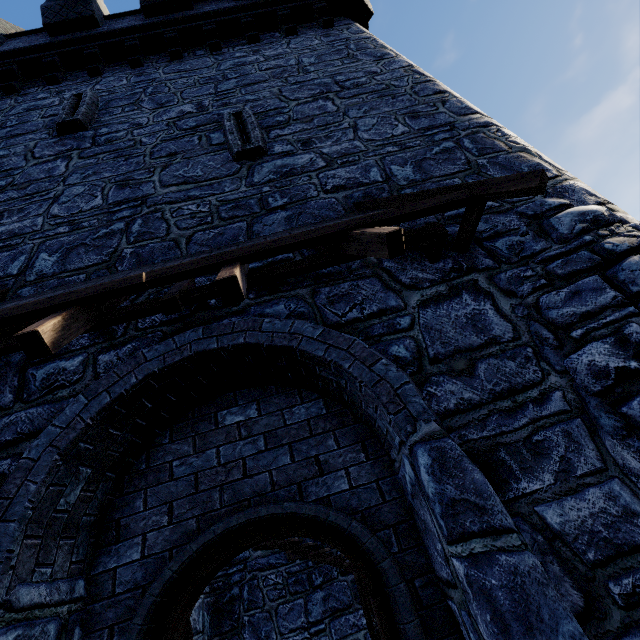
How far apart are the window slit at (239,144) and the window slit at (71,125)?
2.56m

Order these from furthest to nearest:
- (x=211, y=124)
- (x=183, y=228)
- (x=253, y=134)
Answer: (x=211, y=124)
(x=253, y=134)
(x=183, y=228)

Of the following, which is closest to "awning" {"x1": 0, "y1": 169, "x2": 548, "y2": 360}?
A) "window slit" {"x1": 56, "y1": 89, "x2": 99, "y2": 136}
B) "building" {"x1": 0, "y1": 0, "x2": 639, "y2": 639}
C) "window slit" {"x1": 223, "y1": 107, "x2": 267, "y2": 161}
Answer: "building" {"x1": 0, "y1": 0, "x2": 639, "y2": 639}

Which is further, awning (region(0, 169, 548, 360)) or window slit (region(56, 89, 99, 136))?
window slit (region(56, 89, 99, 136))

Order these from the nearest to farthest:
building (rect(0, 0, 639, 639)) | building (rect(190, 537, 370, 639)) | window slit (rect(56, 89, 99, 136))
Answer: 1. building (rect(0, 0, 639, 639))
2. window slit (rect(56, 89, 99, 136))
3. building (rect(190, 537, 370, 639))

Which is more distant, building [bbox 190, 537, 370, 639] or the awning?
building [bbox 190, 537, 370, 639]

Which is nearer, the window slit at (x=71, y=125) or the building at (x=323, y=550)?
the window slit at (x=71, y=125)

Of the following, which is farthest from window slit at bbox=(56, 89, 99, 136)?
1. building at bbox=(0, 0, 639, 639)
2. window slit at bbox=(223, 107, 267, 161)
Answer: window slit at bbox=(223, 107, 267, 161)
